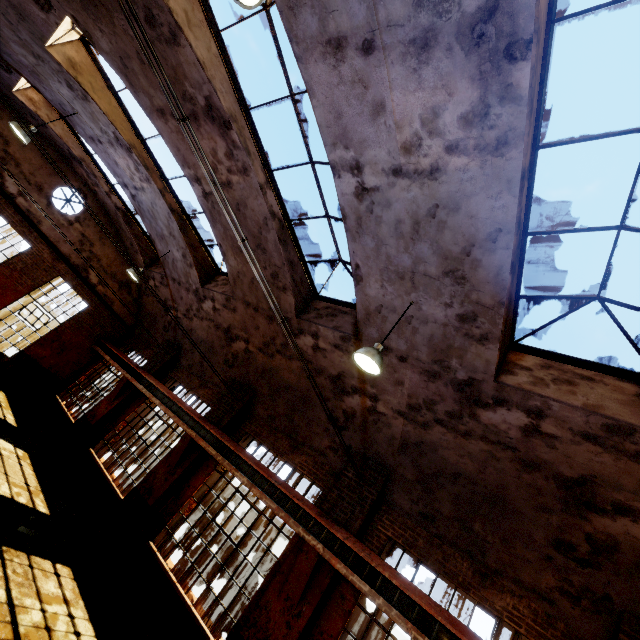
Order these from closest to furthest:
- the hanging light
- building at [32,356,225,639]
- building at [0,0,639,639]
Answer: building at [0,0,639,639]
the hanging light
building at [32,356,225,639]

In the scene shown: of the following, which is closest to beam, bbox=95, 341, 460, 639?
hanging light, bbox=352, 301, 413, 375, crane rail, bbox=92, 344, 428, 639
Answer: crane rail, bbox=92, 344, 428, 639

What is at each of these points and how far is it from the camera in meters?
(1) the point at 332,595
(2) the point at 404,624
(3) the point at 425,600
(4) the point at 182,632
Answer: (1) building, 6.4 m
(2) crane rail, 5.3 m
(3) crane rail, 5.5 m
(4) building, 6.6 m

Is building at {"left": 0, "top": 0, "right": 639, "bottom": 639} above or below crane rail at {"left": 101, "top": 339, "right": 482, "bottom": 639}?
above

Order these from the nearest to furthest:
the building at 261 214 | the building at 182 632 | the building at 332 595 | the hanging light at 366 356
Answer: the building at 261 214 < the hanging light at 366 356 < the building at 332 595 < the building at 182 632

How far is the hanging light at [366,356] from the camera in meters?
5.1 m

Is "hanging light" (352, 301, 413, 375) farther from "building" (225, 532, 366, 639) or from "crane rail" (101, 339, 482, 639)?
"crane rail" (101, 339, 482, 639)

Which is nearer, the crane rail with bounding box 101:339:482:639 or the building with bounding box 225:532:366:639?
the crane rail with bounding box 101:339:482:639
